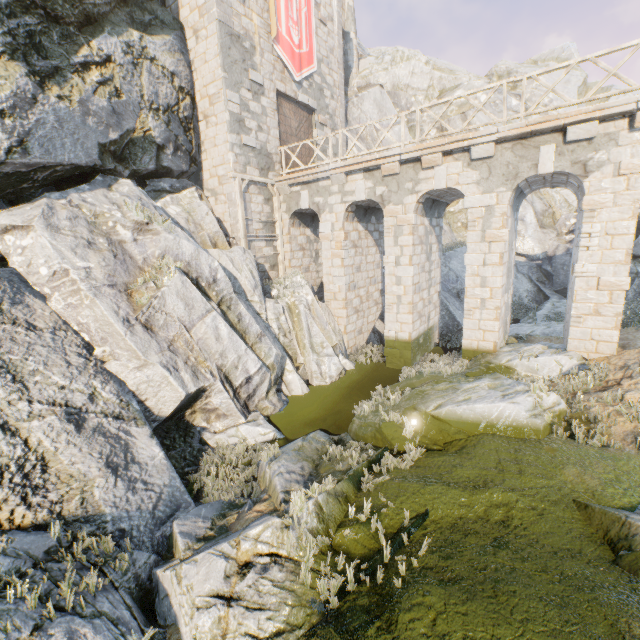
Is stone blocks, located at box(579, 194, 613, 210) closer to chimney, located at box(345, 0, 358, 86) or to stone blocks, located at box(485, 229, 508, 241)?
stone blocks, located at box(485, 229, 508, 241)

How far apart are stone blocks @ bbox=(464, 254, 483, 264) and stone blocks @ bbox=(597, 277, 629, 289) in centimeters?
301cm

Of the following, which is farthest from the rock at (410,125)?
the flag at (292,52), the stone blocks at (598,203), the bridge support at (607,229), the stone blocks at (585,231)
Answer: the stone blocks at (598,203)

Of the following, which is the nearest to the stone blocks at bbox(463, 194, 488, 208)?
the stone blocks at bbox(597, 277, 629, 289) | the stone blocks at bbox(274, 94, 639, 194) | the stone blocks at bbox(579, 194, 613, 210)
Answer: the stone blocks at bbox(274, 94, 639, 194)

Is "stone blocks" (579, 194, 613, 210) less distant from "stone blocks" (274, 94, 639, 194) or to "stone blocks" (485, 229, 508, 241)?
"stone blocks" (274, 94, 639, 194)

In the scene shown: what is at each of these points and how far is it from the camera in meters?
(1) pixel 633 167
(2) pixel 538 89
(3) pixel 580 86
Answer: (1) stone blocks, 8.2
(2) rock, 24.9
(3) rock, 25.4

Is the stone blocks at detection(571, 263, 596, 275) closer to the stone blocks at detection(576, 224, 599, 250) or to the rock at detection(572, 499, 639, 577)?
the stone blocks at detection(576, 224, 599, 250)

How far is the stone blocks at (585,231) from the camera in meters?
8.9
